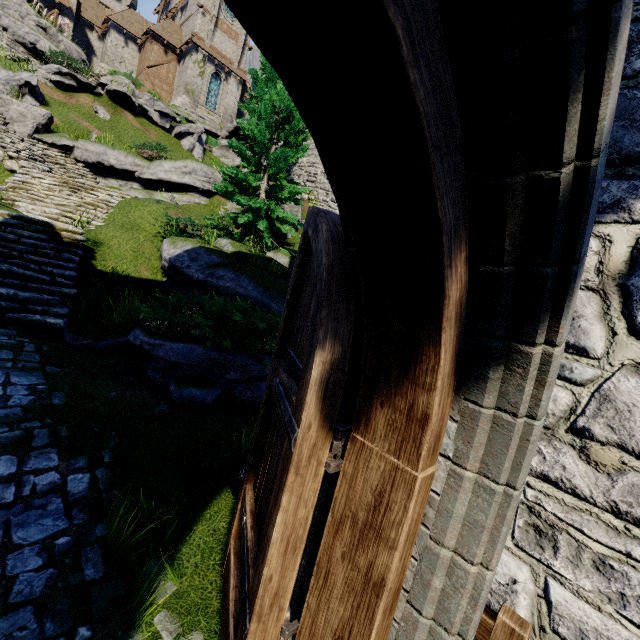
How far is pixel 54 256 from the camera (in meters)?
8.09

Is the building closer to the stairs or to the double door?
the double door

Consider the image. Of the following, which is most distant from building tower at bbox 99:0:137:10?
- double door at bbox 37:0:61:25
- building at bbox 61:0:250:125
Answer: double door at bbox 37:0:61:25

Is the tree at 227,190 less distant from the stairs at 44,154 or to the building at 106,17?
the stairs at 44,154

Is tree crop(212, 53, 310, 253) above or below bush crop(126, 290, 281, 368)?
above

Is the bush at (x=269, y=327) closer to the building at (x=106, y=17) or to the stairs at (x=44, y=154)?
the stairs at (x=44, y=154)

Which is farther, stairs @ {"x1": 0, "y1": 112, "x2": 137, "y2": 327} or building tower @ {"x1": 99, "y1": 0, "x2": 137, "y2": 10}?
building tower @ {"x1": 99, "y1": 0, "x2": 137, "y2": 10}

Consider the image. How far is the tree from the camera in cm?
1255
